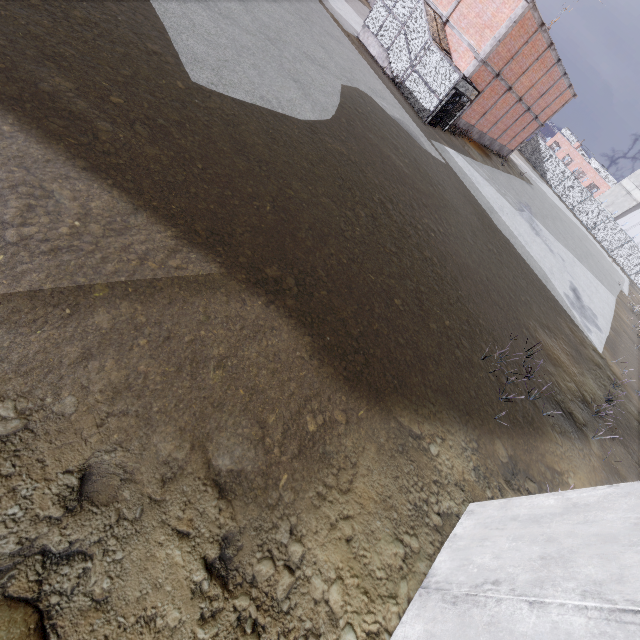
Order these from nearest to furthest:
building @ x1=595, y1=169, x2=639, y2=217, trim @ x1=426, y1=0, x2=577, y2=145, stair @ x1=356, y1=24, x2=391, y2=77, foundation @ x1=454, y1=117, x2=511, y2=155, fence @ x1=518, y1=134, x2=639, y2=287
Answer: trim @ x1=426, y1=0, x2=577, y2=145, stair @ x1=356, y1=24, x2=391, y2=77, foundation @ x1=454, y1=117, x2=511, y2=155, fence @ x1=518, y1=134, x2=639, y2=287, building @ x1=595, y1=169, x2=639, y2=217

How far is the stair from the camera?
21.2m

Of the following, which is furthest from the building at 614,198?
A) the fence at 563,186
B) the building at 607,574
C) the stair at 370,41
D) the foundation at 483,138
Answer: the building at 607,574

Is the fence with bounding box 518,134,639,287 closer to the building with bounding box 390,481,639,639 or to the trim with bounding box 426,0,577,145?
the building with bounding box 390,481,639,639

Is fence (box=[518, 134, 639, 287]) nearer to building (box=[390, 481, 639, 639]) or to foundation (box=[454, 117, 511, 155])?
building (box=[390, 481, 639, 639])

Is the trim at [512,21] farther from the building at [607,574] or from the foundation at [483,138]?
the building at [607,574]

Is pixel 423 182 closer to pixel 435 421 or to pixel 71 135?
pixel 435 421

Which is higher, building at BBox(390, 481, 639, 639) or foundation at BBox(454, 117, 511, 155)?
foundation at BBox(454, 117, 511, 155)
